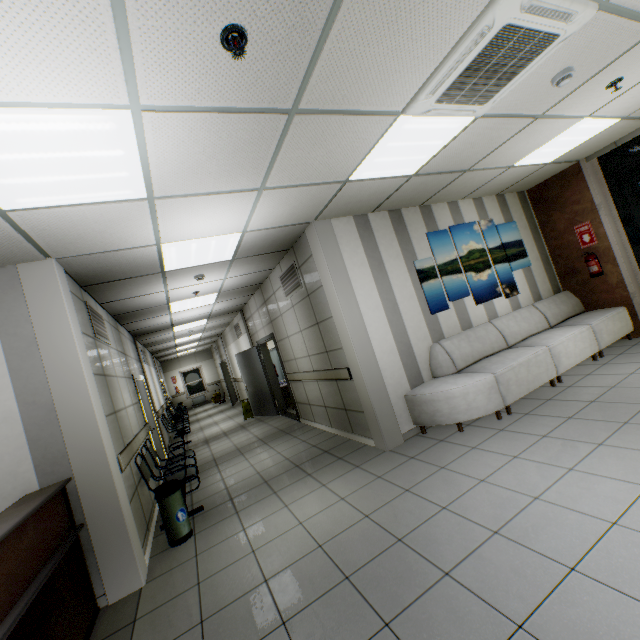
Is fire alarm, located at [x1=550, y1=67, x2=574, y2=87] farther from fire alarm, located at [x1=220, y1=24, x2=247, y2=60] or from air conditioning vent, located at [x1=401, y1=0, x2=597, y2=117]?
fire alarm, located at [x1=220, y1=24, x2=247, y2=60]

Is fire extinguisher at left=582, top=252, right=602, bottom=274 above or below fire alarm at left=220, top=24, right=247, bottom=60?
below

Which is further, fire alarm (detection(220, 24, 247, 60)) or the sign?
the sign

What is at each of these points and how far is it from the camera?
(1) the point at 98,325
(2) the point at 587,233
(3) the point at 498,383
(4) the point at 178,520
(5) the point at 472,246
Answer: (1) ventilation grill, 4.45m
(2) sign, 5.88m
(3) sofa, 4.12m
(4) garbage can, 3.61m
(5) picture, 5.65m

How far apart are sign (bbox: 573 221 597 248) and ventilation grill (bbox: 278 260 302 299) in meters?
5.3 m

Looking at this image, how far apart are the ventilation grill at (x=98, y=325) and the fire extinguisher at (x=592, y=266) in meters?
8.1

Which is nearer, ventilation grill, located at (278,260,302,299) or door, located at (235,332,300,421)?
ventilation grill, located at (278,260,302,299)

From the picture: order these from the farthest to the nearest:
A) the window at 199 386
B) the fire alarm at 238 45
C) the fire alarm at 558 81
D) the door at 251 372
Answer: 1. the window at 199 386
2. the door at 251 372
3. the fire alarm at 558 81
4. the fire alarm at 238 45
